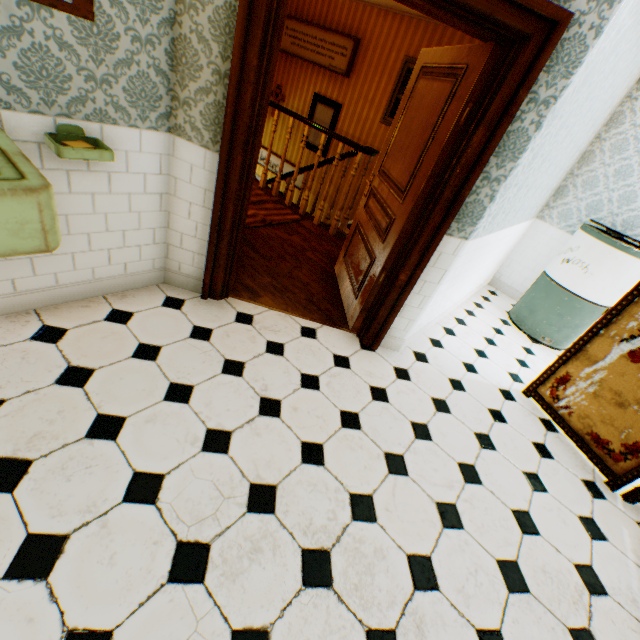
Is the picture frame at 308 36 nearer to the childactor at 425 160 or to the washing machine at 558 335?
the childactor at 425 160

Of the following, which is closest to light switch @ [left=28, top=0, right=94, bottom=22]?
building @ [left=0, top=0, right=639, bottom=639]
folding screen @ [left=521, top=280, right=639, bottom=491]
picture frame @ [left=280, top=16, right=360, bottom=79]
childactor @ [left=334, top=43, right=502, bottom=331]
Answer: building @ [left=0, top=0, right=639, bottom=639]

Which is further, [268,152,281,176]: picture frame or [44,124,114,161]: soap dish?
[268,152,281,176]: picture frame

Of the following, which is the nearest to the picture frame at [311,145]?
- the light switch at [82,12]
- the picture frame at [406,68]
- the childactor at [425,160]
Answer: the picture frame at [406,68]

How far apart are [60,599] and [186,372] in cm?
118

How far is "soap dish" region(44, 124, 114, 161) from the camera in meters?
Answer: 1.6

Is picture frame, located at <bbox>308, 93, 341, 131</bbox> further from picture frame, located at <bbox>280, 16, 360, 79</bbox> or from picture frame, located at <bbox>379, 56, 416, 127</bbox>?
picture frame, located at <bbox>379, 56, 416, 127</bbox>

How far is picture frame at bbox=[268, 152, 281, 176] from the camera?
7.6 meters
